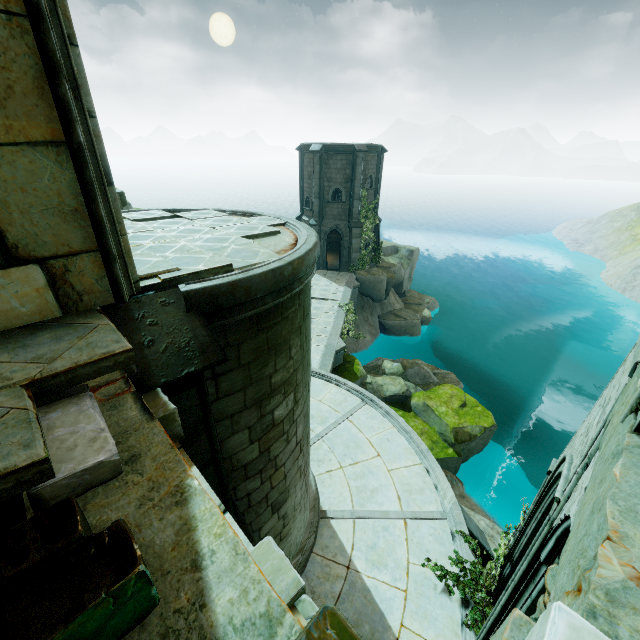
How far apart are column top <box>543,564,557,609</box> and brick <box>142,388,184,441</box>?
4.12m

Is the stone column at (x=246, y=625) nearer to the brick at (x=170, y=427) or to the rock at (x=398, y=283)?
the brick at (x=170, y=427)

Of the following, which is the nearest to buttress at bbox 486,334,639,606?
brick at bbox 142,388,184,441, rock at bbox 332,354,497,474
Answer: brick at bbox 142,388,184,441

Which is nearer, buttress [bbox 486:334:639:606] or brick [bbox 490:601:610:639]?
brick [bbox 490:601:610:639]

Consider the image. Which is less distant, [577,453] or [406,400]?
[577,453]

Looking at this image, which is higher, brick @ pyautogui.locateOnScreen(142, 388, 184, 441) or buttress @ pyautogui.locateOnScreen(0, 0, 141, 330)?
buttress @ pyautogui.locateOnScreen(0, 0, 141, 330)

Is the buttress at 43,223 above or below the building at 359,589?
above

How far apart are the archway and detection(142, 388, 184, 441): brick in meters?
2.7
